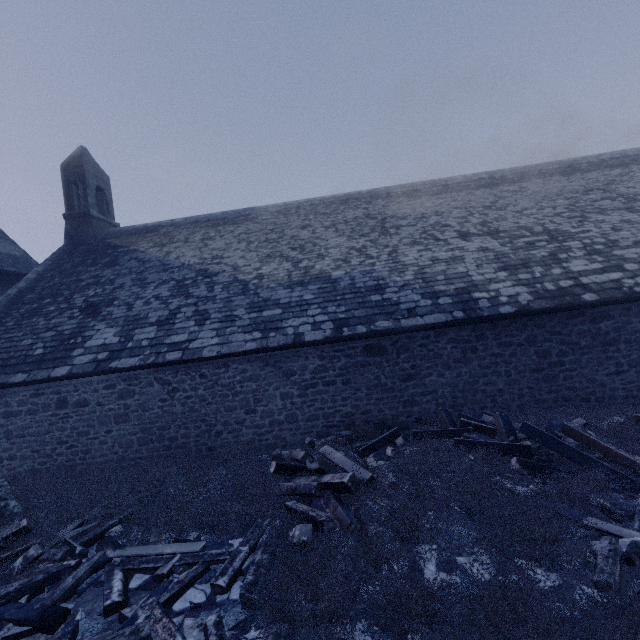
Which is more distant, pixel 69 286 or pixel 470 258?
pixel 69 286

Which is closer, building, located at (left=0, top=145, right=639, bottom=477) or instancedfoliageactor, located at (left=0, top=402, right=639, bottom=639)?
instancedfoliageactor, located at (left=0, top=402, right=639, bottom=639)

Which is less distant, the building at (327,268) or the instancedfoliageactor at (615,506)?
the instancedfoliageactor at (615,506)

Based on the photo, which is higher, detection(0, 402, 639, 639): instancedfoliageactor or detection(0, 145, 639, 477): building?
detection(0, 145, 639, 477): building

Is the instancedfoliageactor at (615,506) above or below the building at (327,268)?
below
